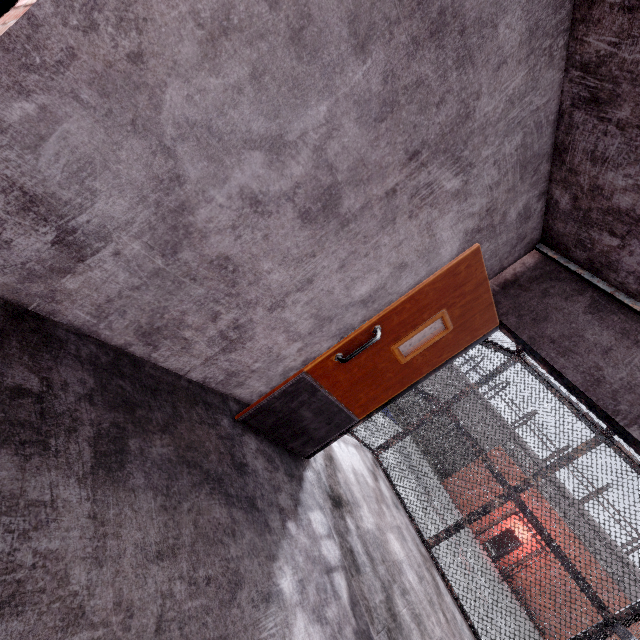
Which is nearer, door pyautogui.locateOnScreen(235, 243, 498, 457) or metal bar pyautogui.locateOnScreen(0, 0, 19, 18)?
metal bar pyautogui.locateOnScreen(0, 0, 19, 18)

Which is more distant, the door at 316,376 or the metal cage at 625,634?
the metal cage at 625,634

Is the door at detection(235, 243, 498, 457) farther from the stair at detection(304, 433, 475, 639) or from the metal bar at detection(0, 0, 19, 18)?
the metal bar at detection(0, 0, 19, 18)

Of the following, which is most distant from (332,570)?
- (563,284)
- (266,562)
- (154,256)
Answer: (563,284)

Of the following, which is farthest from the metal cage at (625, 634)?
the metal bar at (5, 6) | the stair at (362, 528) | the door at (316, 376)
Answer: the metal bar at (5, 6)

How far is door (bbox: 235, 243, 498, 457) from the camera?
2.3m

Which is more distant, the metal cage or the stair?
the metal cage

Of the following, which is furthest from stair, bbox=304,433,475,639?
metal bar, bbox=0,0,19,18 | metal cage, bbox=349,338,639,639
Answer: metal bar, bbox=0,0,19,18
